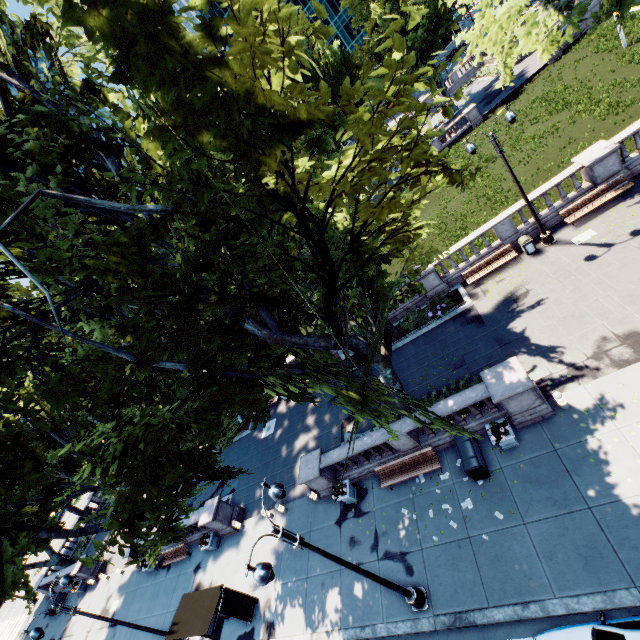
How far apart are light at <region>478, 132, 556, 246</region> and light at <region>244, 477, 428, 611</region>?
16.02m

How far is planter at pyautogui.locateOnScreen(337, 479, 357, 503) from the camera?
15.0 meters

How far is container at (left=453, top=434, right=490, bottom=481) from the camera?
11.8m

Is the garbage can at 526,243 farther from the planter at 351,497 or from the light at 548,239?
the planter at 351,497

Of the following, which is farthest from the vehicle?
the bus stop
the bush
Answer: the bush

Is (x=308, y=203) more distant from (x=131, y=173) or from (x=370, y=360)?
(x=370, y=360)

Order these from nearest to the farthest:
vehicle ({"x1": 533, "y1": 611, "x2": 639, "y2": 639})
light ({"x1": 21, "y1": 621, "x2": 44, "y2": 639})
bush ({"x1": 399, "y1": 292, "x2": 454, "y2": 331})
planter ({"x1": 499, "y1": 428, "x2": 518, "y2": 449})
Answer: vehicle ({"x1": 533, "y1": 611, "x2": 639, "y2": 639})
planter ({"x1": 499, "y1": 428, "x2": 518, "y2": 449})
light ({"x1": 21, "y1": 621, "x2": 44, "y2": 639})
bush ({"x1": 399, "y1": 292, "x2": 454, "y2": 331})

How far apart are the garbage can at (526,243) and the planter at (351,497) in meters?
15.4 m
